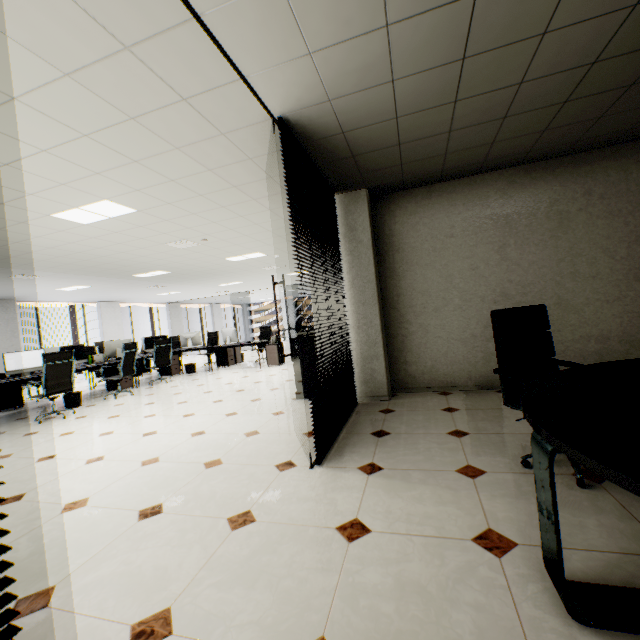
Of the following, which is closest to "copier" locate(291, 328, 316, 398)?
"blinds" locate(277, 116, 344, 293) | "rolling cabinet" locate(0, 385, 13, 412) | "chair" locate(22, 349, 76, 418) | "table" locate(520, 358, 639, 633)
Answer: "blinds" locate(277, 116, 344, 293)

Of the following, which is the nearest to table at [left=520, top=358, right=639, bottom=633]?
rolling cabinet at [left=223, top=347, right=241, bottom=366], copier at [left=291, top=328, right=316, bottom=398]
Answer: copier at [left=291, top=328, right=316, bottom=398]

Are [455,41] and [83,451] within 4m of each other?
no

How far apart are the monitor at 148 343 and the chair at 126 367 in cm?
209

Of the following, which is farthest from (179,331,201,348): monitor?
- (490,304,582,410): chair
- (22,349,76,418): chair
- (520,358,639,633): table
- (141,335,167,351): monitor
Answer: (520,358,639,633): table

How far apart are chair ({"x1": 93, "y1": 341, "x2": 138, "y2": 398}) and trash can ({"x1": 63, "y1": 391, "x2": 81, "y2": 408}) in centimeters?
41cm

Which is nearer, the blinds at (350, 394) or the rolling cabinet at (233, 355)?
the blinds at (350, 394)

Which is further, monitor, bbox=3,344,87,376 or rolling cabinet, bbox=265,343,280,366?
rolling cabinet, bbox=265,343,280,366
